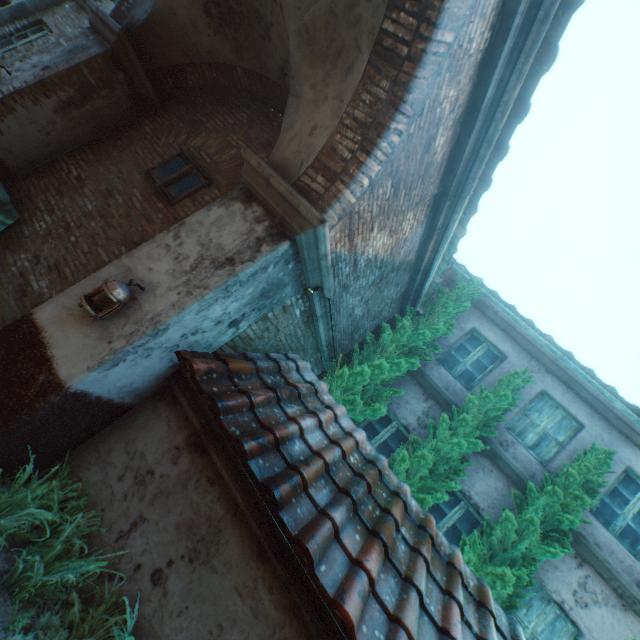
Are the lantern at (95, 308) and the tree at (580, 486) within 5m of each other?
no

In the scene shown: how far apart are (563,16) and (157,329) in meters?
4.6

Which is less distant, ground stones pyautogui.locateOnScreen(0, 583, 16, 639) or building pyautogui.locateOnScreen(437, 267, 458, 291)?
ground stones pyautogui.locateOnScreen(0, 583, 16, 639)

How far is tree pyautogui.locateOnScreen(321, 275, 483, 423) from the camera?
6.4m

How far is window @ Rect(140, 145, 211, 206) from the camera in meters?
5.0

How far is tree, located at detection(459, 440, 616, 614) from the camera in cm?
509

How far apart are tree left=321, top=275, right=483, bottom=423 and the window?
4.07m

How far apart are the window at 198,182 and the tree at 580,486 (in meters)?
7.39
